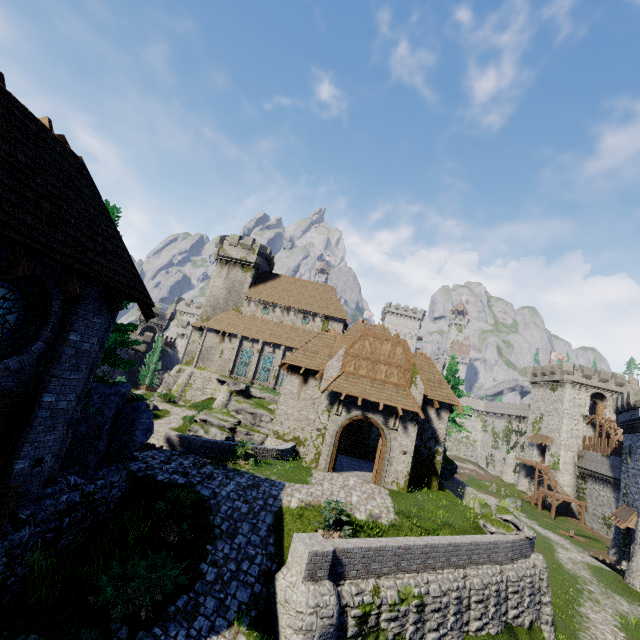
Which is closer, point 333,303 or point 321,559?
point 321,559

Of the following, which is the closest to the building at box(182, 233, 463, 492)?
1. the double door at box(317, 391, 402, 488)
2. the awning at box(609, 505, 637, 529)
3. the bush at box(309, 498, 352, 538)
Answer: the double door at box(317, 391, 402, 488)

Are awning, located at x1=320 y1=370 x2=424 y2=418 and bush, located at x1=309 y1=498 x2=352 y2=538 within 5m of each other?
no

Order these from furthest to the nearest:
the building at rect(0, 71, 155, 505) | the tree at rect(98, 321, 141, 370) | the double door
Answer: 1. the double door
2. the tree at rect(98, 321, 141, 370)
3. the building at rect(0, 71, 155, 505)

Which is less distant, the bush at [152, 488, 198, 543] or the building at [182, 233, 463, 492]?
the bush at [152, 488, 198, 543]

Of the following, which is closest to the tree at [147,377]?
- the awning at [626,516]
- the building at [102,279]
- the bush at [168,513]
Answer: the building at [102,279]

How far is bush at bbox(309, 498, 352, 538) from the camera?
12.0 meters

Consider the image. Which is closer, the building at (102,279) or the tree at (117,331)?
the building at (102,279)
